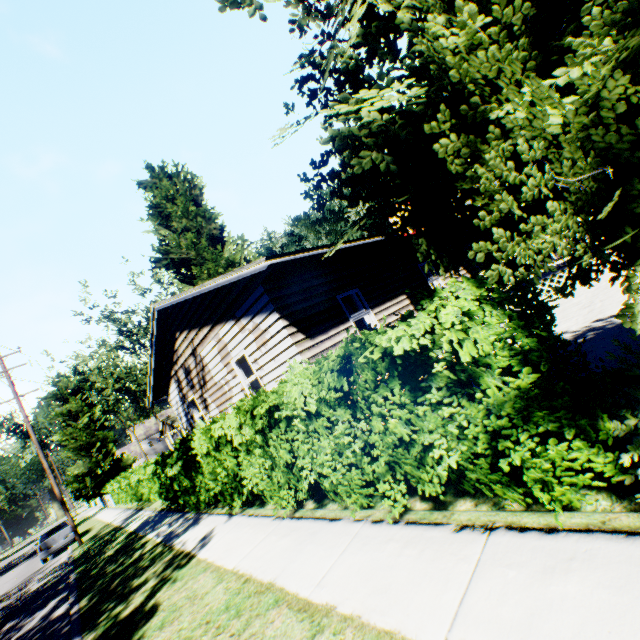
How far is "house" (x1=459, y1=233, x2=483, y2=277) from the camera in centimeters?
1465cm

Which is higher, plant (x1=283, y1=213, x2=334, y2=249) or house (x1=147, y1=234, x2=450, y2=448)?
plant (x1=283, y1=213, x2=334, y2=249)

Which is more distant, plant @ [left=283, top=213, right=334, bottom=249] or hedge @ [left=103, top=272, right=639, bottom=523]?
plant @ [left=283, top=213, right=334, bottom=249]

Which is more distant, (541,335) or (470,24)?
(541,335)

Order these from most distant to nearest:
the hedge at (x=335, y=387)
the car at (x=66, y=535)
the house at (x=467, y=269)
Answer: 1. the car at (x=66, y=535)
2. the house at (x=467, y=269)
3. the hedge at (x=335, y=387)

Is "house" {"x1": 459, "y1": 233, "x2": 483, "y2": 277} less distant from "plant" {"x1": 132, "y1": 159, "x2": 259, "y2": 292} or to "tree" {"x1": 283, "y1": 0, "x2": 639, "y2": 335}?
"plant" {"x1": 132, "y1": 159, "x2": 259, "y2": 292}

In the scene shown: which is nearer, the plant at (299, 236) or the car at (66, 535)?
the car at (66, 535)
